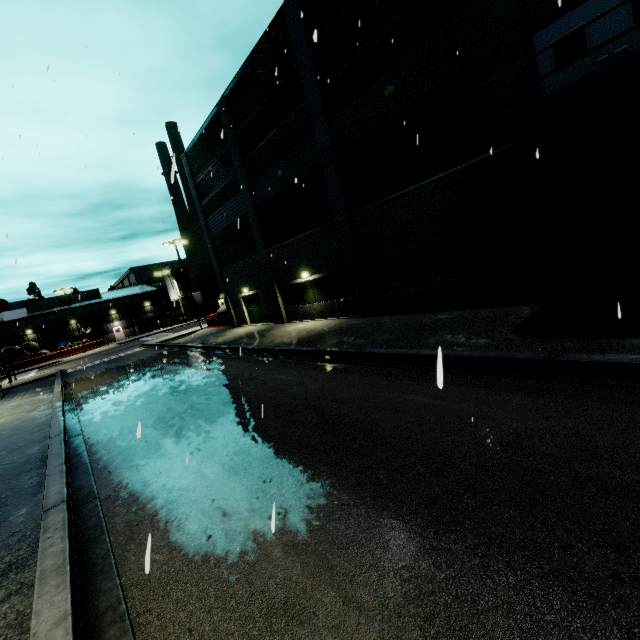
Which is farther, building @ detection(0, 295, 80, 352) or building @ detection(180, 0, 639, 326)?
building @ detection(0, 295, 80, 352)

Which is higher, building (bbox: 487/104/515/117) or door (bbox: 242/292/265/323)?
building (bbox: 487/104/515/117)

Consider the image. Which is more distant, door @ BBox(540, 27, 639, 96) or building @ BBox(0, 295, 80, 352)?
building @ BBox(0, 295, 80, 352)

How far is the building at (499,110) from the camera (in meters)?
9.71

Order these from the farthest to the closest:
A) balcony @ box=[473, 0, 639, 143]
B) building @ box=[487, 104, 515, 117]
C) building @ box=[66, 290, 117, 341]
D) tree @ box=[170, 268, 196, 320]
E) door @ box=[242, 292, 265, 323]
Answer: tree @ box=[170, 268, 196, 320] → building @ box=[66, 290, 117, 341] → door @ box=[242, 292, 265, 323] → building @ box=[487, 104, 515, 117] → balcony @ box=[473, 0, 639, 143]

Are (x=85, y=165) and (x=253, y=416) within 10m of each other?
yes

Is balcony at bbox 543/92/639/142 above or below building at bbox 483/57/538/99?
below
